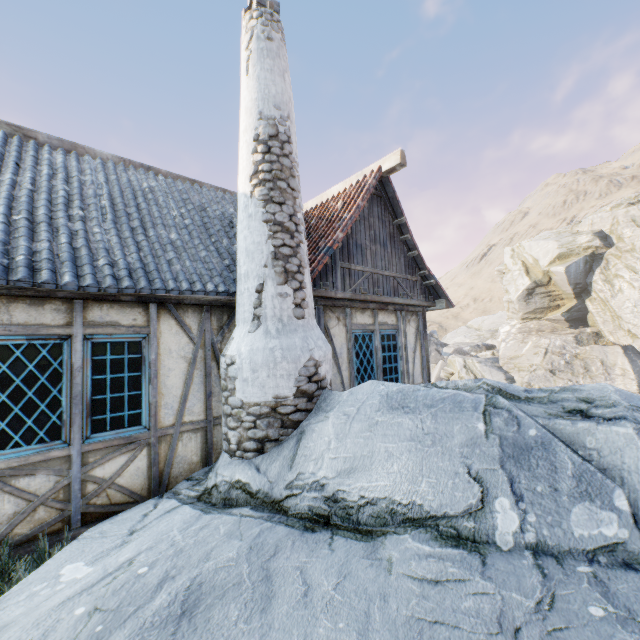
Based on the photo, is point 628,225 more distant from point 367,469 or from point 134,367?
point 134,367

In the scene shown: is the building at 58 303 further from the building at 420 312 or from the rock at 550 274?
the building at 420 312

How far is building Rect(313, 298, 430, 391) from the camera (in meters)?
6.05

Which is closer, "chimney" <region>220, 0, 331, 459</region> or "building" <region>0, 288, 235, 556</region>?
"building" <region>0, 288, 235, 556</region>

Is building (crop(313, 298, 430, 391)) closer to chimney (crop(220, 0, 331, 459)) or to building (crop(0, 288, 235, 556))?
chimney (crop(220, 0, 331, 459))

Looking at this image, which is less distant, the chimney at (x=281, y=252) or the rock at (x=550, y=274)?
the rock at (x=550, y=274)

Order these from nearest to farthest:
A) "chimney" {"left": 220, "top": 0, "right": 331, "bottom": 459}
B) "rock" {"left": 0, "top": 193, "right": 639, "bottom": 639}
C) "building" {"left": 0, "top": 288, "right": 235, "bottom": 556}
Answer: "rock" {"left": 0, "top": 193, "right": 639, "bottom": 639} < "building" {"left": 0, "top": 288, "right": 235, "bottom": 556} < "chimney" {"left": 220, "top": 0, "right": 331, "bottom": 459}

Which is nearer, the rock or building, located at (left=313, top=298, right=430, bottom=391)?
the rock
